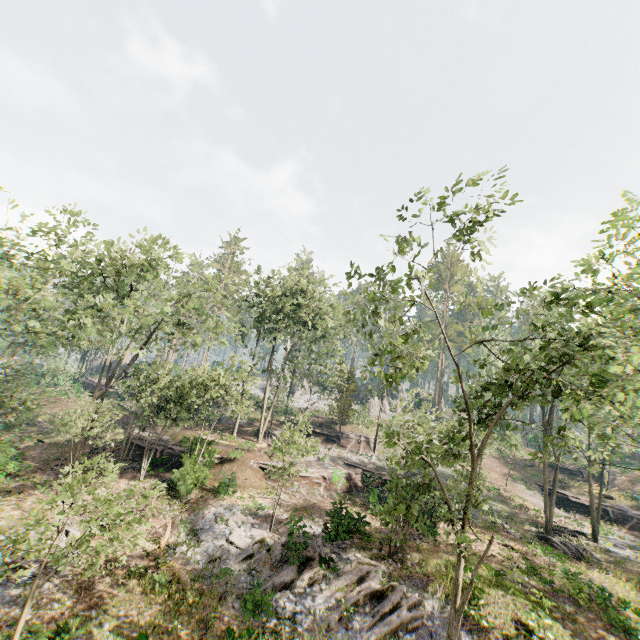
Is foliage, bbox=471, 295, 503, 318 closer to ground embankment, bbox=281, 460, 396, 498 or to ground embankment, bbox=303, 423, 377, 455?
ground embankment, bbox=303, 423, 377, 455

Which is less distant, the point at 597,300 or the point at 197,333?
the point at 597,300

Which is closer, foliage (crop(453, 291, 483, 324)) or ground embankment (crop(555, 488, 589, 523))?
foliage (crop(453, 291, 483, 324))

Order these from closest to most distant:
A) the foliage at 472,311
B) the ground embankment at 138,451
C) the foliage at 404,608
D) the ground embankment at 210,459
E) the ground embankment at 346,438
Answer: the foliage at 472,311
the foliage at 404,608
the ground embankment at 210,459
the ground embankment at 138,451
the ground embankment at 346,438

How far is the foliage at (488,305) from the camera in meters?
9.9

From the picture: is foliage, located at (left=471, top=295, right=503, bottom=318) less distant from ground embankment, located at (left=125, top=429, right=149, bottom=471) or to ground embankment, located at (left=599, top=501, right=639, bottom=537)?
Answer: ground embankment, located at (left=125, top=429, right=149, bottom=471)

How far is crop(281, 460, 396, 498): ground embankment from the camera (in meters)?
25.31

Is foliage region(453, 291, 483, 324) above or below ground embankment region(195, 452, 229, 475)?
above
